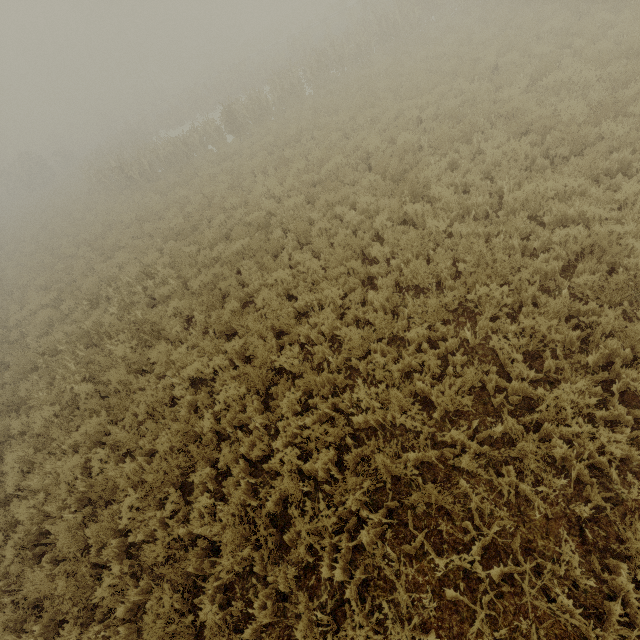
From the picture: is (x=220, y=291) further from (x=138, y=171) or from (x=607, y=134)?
(x=138, y=171)

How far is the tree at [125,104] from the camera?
49.4 meters

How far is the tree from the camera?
49.41m
